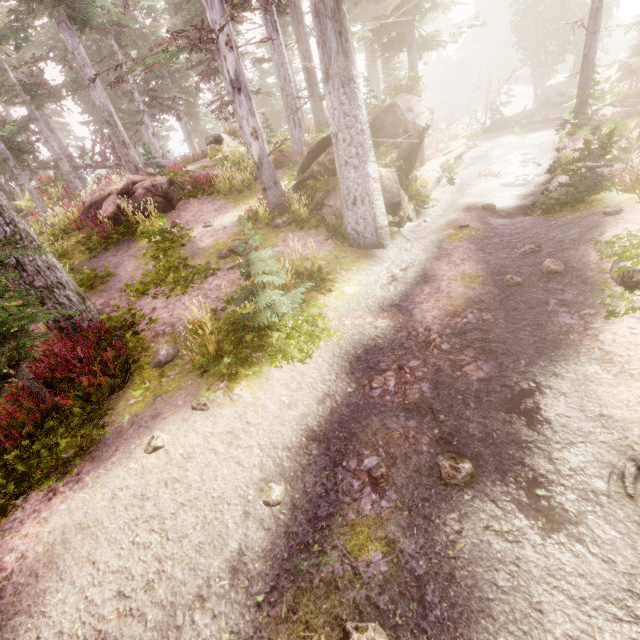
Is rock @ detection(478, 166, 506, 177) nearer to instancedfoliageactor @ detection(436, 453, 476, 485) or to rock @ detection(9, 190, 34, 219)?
instancedfoliageactor @ detection(436, 453, 476, 485)

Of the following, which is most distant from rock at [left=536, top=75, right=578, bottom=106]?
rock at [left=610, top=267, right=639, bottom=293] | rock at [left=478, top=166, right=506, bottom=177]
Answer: rock at [left=610, top=267, right=639, bottom=293]

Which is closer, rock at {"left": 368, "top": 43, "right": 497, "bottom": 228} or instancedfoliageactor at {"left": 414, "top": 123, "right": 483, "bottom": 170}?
rock at {"left": 368, "top": 43, "right": 497, "bottom": 228}

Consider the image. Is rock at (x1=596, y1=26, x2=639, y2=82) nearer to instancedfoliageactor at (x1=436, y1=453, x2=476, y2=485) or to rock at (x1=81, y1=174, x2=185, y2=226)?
instancedfoliageactor at (x1=436, y1=453, x2=476, y2=485)

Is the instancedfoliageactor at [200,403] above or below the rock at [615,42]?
below

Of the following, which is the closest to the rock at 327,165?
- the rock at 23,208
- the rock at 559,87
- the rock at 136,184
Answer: the rock at 136,184

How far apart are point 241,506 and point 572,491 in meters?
4.1

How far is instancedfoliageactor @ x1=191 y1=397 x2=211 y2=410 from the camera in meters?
5.6
